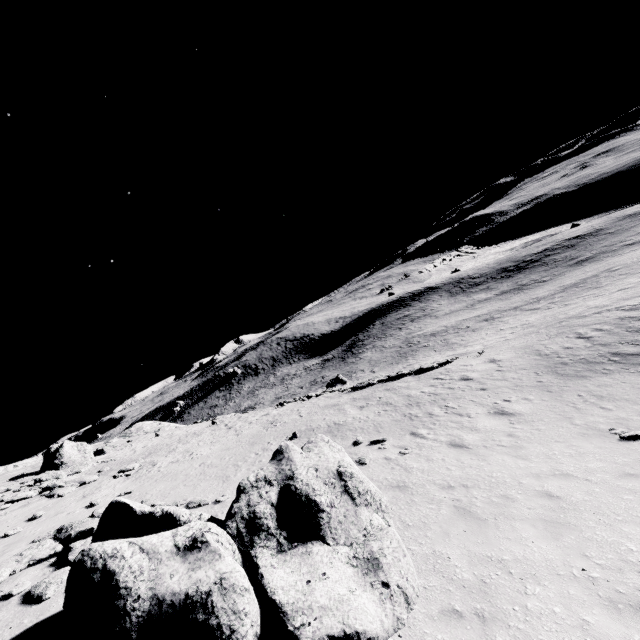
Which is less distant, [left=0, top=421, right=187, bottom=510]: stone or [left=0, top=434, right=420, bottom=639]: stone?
[left=0, top=434, right=420, bottom=639]: stone

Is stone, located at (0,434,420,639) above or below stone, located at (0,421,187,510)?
below

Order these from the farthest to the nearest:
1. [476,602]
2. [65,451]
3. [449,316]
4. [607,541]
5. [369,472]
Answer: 1. [449,316]
2. [65,451]
3. [369,472]
4. [607,541]
5. [476,602]

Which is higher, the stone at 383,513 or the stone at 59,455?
the stone at 59,455

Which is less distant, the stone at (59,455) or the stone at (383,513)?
the stone at (383,513)
